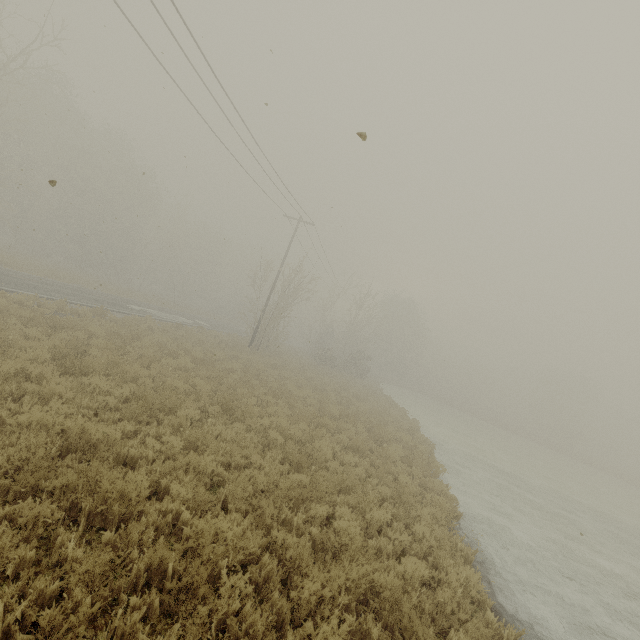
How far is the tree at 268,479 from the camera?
6.3 meters

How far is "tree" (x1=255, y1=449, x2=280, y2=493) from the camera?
6.3m

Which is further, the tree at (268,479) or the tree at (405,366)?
the tree at (405,366)

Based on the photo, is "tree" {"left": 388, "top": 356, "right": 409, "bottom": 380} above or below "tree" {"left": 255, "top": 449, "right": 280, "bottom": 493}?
above

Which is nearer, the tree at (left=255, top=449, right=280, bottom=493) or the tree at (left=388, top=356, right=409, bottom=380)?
the tree at (left=255, top=449, right=280, bottom=493)

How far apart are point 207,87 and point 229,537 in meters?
15.0

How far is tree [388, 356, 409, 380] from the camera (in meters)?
58.09
